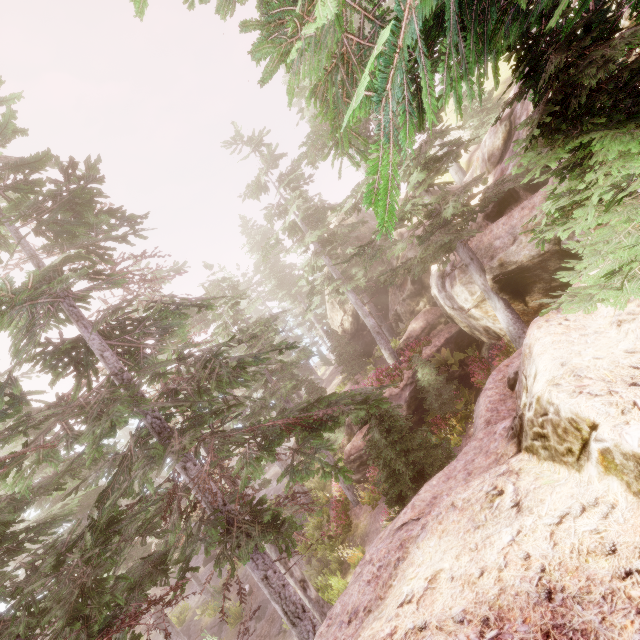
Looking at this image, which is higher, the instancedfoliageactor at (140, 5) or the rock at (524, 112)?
the instancedfoliageactor at (140, 5)

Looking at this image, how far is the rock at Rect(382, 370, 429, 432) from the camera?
18.0m

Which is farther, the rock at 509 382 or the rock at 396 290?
the rock at 396 290

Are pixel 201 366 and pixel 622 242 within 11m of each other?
yes

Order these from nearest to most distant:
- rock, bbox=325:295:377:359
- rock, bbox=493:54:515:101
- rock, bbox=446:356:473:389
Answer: rock, bbox=446:356:473:389 → rock, bbox=493:54:515:101 → rock, bbox=325:295:377:359

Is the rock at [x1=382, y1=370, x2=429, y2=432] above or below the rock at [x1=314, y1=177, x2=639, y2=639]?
below

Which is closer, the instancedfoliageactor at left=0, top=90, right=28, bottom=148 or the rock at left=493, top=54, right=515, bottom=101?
the instancedfoliageactor at left=0, top=90, right=28, bottom=148
